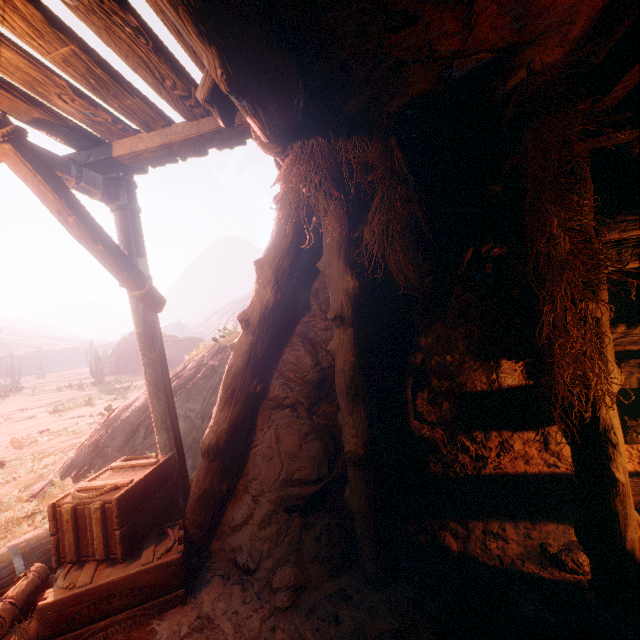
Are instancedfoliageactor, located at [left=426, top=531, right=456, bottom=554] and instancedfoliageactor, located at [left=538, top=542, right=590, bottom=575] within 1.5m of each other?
yes

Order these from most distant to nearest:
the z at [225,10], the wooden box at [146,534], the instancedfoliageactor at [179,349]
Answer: the instancedfoliageactor at [179,349] → the wooden box at [146,534] → the z at [225,10]

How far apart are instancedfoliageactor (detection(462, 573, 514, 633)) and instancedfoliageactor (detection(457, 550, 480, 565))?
0.3 meters

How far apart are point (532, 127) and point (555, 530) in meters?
3.9 m

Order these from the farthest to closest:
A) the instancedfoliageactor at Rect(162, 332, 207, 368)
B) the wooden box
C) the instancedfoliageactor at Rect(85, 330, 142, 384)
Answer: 1. the instancedfoliageactor at Rect(85, 330, 142, 384)
2. the instancedfoliageactor at Rect(162, 332, 207, 368)
3. the wooden box

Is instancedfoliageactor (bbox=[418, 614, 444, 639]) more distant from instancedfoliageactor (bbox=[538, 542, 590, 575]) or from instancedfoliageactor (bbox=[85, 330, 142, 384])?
instancedfoliageactor (bbox=[85, 330, 142, 384])

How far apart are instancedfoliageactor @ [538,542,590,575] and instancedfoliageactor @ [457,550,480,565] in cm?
66

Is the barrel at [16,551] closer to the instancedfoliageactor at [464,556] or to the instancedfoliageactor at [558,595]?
the instancedfoliageactor at [464,556]
